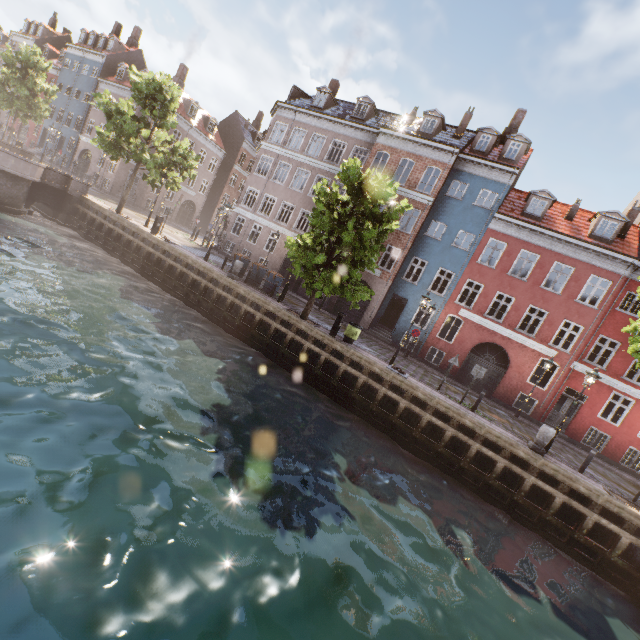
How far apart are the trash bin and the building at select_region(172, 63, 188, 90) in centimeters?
3915cm

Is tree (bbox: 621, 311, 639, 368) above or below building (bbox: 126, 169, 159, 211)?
above

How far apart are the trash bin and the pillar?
8.3m

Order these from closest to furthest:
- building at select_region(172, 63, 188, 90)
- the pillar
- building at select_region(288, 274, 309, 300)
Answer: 1. the pillar
2. building at select_region(288, 274, 309, 300)
3. building at select_region(172, 63, 188, 90)

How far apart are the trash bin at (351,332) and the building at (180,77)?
39.1 meters

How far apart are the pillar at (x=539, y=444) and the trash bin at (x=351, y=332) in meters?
8.3 m

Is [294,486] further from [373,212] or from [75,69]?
[75,69]

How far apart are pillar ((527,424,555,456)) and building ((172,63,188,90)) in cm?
4744
